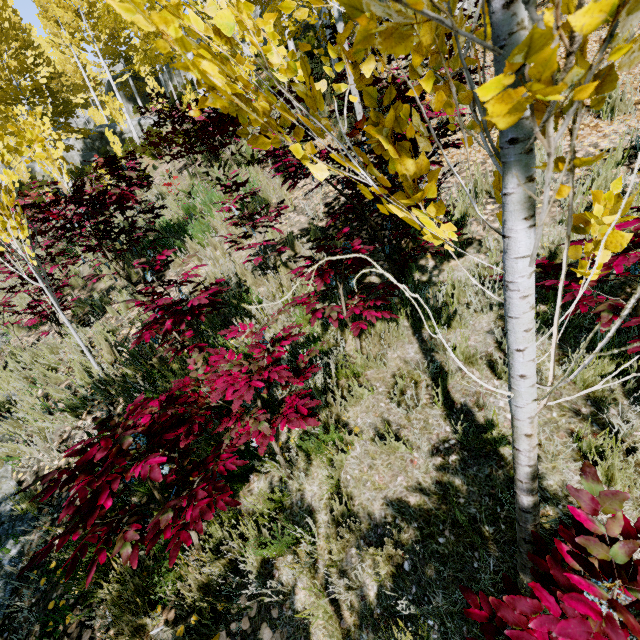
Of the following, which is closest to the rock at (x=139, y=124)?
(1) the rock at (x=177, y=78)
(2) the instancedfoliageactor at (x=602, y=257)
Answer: (2) the instancedfoliageactor at (x=602, y=257)

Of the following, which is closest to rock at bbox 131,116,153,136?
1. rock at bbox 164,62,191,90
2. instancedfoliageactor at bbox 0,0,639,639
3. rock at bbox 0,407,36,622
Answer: instancedfoliageactor at bbox 0,0,639,639

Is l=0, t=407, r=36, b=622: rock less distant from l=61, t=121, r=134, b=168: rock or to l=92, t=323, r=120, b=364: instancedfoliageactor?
l=92, t=323, r=120, b=364: instancedfoliageactor

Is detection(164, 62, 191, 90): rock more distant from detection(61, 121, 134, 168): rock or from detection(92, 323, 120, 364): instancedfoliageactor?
detection(61, 121, 134, 168): rock

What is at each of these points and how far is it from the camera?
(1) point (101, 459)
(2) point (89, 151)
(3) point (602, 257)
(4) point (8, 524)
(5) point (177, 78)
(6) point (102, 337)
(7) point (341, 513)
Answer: (1) instancedfoliageactor, 1.77m
(2) rock, 20.53m
(3) instancedfoliageactor, 0.93m
(4) rock, 3.01m
(5) rock, 24.78m
(6) instancedfoliageactor, 4.37m
(7) instancedfoliageactor, 2.05m

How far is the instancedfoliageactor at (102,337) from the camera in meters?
4.3 m

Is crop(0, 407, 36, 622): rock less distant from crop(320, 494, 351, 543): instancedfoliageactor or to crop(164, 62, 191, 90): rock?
crop(320, 494, 351, 543): instancedfoliageactor
